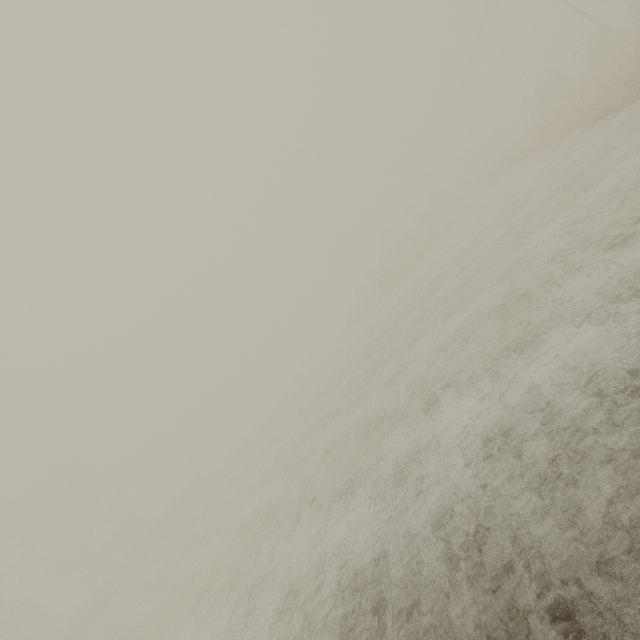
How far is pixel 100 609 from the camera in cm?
2895

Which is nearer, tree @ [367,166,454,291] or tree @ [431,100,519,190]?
tree @ [367,166,454,291]

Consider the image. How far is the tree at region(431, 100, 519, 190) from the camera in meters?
48.7

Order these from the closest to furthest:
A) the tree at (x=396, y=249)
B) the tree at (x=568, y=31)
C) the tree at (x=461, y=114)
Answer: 1. the tree at (x=568, y=31)
2. the tree at (x=396, y=249)
3. the tree at (x=461, y=114)

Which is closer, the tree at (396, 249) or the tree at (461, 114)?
the tree at (396, 249)
